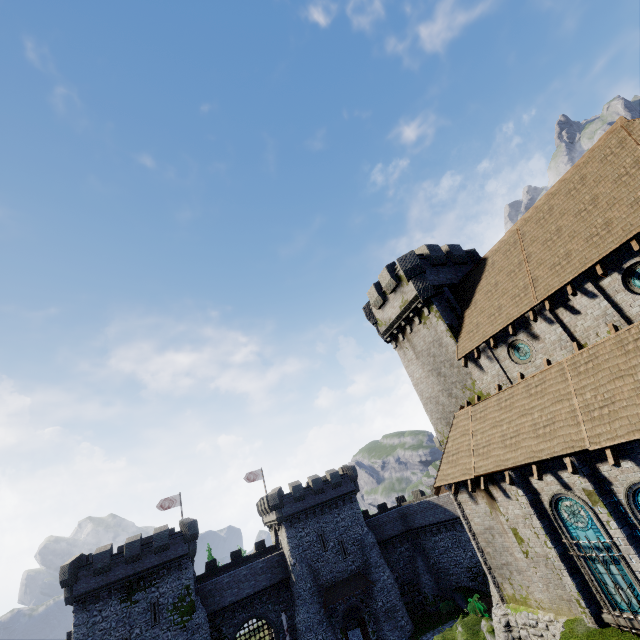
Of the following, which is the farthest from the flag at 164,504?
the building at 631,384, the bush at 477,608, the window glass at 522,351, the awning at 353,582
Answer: the window glass at 522,351

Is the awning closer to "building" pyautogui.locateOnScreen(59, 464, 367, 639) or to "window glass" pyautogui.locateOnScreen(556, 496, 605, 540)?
"building" pyautogui.locateOnScreen(59, 464, 367, 639)

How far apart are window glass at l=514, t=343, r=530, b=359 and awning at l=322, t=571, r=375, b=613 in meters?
32.9

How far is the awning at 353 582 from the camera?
33.8m

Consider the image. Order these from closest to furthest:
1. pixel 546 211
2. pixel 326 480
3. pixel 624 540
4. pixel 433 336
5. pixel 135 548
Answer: pixel 624 540, pixel 546 211, pixel 433 336, pixel 135 548, pixel 326 480

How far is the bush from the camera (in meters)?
27.24

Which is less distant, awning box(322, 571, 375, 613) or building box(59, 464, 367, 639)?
building box(59, 464, 367, 639)

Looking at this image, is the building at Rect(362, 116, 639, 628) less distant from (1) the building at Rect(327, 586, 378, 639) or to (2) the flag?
(1) the building at Rect(327, 586, 378, 639)
